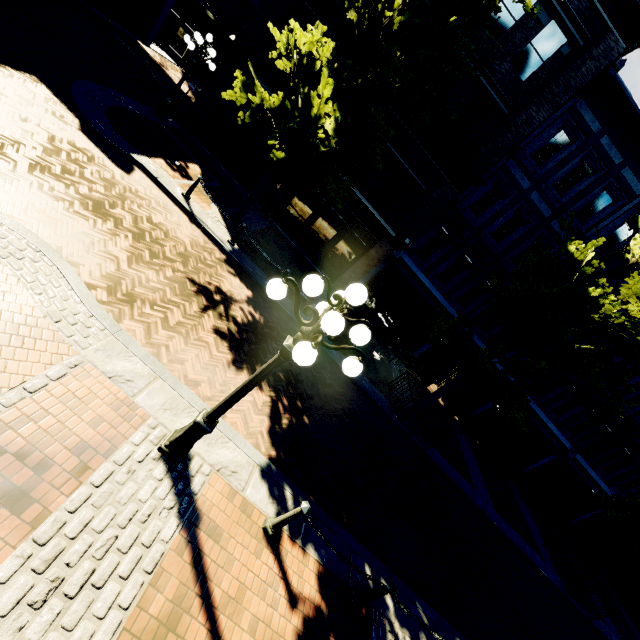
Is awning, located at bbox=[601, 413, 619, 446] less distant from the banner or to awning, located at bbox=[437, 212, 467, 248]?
the banner

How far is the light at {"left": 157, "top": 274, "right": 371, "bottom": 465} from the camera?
3.1m

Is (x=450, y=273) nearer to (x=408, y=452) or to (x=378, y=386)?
(x=378, y=386)

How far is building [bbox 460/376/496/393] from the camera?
17.6 meters

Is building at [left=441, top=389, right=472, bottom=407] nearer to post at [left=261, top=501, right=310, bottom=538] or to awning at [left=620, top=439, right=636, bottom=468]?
awning at [left=620, top=439, right=636, bottom=468]

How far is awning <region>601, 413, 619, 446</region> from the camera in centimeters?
1634cm

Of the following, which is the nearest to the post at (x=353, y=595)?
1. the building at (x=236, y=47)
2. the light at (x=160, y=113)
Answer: the building at (x=236, y=47)

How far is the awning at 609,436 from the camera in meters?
16.3
